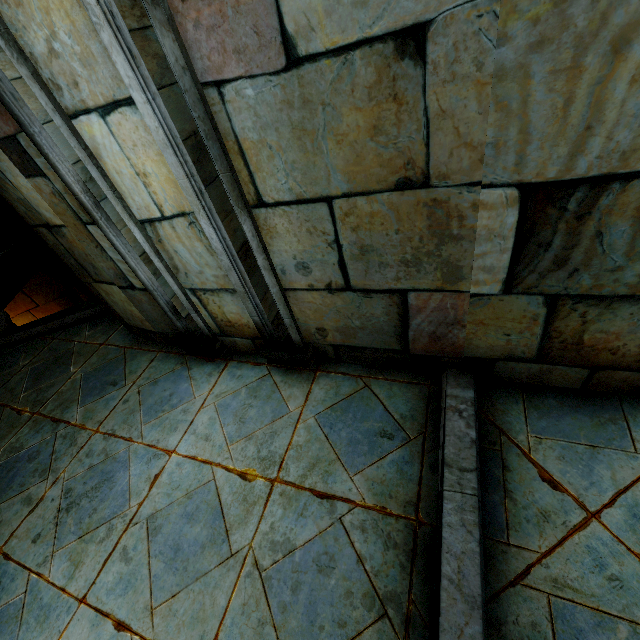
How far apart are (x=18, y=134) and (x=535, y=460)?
3.8 meters
